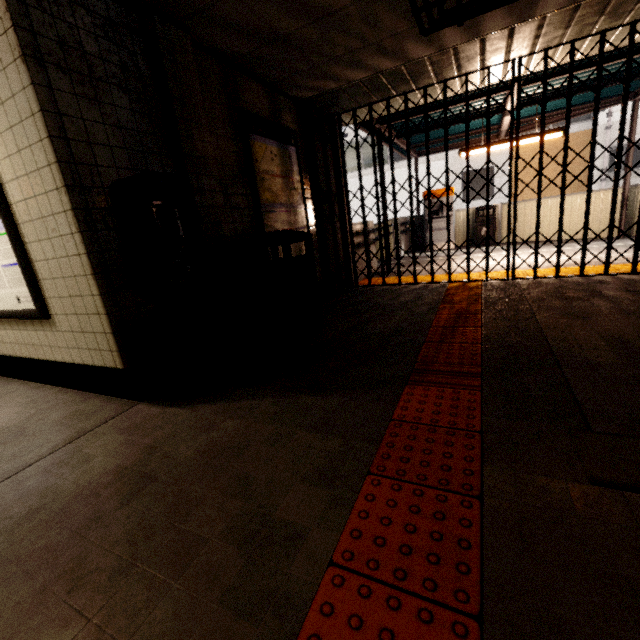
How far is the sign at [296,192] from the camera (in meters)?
3.66

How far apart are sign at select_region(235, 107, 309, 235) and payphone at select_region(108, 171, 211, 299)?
1.2m

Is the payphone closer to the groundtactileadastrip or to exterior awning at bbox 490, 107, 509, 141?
the groundtactileadastrip

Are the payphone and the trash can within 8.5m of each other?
yes

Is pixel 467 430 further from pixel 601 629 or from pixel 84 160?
pixel 84 160

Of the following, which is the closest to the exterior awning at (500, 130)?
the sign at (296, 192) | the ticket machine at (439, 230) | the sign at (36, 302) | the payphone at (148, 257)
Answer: the ticket machine at (439, 230)

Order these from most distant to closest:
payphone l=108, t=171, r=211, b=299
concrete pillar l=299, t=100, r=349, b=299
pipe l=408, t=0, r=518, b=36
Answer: concrete pillar l=299, t=100, r=349, b=299, pipe l=408, t=0, r=518, b=36, payphone l=108, t=171, r=211, b=299

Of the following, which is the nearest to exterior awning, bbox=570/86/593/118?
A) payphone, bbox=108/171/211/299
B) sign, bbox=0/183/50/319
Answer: payphone, bbox=108/171/211/299
